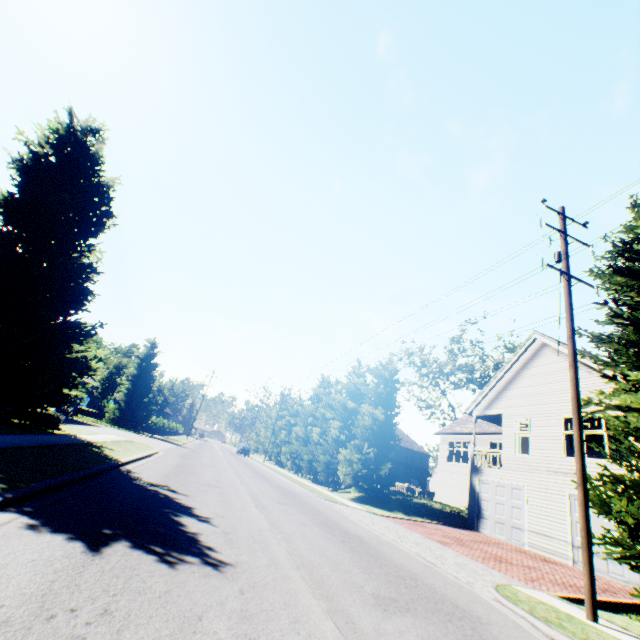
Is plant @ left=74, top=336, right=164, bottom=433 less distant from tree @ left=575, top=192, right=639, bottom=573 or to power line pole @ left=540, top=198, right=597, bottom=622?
tree @ left=575, top=192, right=639, bottom=573

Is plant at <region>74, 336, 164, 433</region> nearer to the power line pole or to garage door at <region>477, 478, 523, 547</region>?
the power line pole

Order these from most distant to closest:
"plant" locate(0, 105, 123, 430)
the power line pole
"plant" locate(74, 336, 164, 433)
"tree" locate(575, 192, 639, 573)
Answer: "plant" locate(74, 336, 164, 433) < "plant" locate(0, 105, 123, 430) < "tree" locate(575, 192, 639, 573) < the power line pole

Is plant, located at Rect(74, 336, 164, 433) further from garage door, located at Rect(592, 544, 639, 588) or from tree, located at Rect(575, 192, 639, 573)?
garage door, located at Rect(592, 544, 639, 588)

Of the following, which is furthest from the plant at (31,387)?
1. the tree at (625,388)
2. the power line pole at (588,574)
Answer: the power line pole at (588,574)

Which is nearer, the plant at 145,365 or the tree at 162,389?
the plant at 145,365

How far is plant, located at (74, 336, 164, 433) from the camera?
32.7 meters

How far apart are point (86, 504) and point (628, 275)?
14.91m
